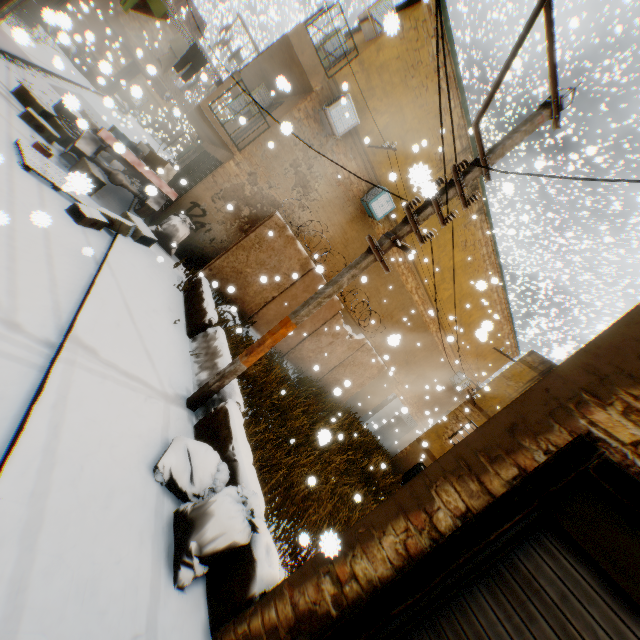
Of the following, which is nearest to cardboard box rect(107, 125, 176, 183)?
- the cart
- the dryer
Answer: the cart

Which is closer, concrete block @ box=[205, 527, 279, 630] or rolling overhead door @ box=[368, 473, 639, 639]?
rolling overhead door @ box=[368, 473, 639, 639]

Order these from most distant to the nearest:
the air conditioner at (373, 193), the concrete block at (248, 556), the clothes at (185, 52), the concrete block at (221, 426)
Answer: the air conditioner at (373, 193), the clothes at (185, 52), the concrete block at (221, 426), the concrete block at (248, 556)

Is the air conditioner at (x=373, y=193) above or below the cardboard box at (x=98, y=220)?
above

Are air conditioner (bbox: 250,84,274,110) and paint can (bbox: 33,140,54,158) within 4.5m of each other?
no

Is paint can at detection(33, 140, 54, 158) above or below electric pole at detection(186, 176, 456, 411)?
below

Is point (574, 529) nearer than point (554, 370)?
Yes

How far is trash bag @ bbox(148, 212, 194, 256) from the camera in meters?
9.2 m
